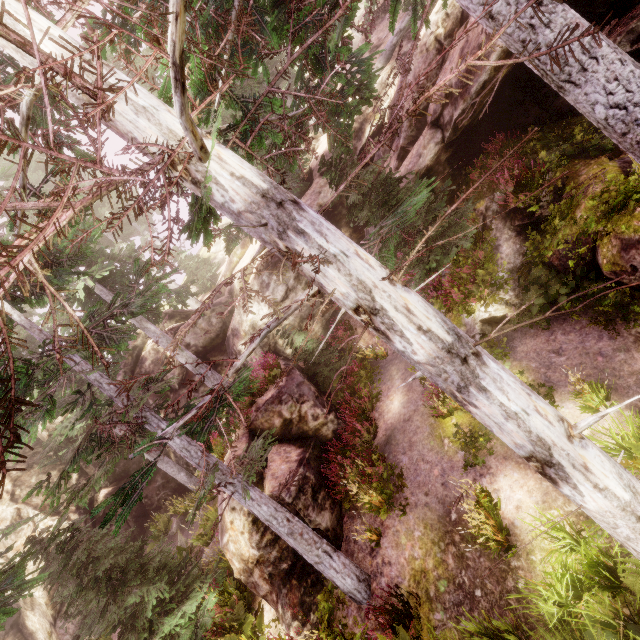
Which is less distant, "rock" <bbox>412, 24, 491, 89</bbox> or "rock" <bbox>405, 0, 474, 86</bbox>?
"rock" <bbox>412, 24, 491, 89</bbox>

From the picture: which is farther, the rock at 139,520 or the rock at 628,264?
the rock at 139,520

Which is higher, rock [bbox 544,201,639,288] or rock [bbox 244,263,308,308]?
rock [bbox 244,263,308,308]

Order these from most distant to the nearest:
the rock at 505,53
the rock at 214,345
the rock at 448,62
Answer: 1. the rock at 214,345
2. the rock at 448,62
3. the rock at 505,53

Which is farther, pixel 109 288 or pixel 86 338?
pixel 109 288

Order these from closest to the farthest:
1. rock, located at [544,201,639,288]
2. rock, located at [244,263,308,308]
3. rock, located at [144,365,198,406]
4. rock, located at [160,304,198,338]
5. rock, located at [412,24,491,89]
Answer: rock, located at [544,201,639,288] → rock, located at [412,24,491,89] → rock, located at [244,263,308,308] → rock, located at [144,365,198,406] → rock, located at [160,304,198,338]
